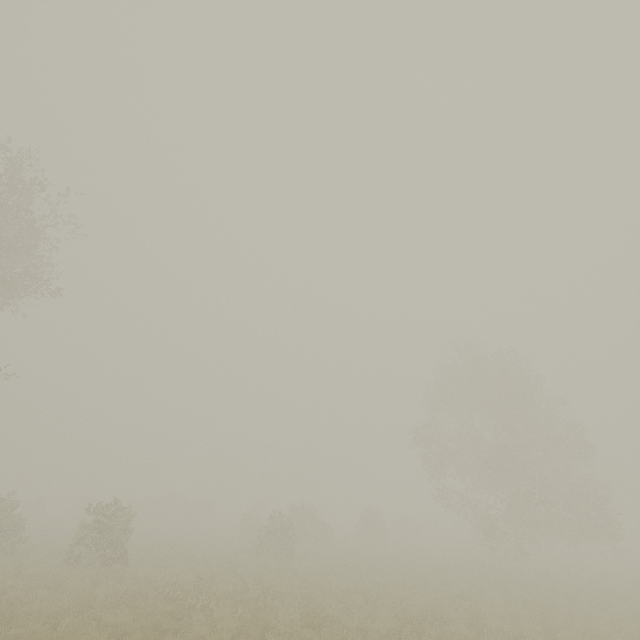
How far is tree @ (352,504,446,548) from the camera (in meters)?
32.31

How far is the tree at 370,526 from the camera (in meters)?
32.31

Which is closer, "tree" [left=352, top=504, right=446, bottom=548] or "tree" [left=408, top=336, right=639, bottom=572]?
"tree" [left=408, top=336, right=639, bottom=572]

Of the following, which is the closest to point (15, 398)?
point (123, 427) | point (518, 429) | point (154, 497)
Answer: point (123, 427)

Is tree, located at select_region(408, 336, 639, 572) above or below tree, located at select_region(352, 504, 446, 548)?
above

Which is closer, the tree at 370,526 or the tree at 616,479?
the tree at 616,479
